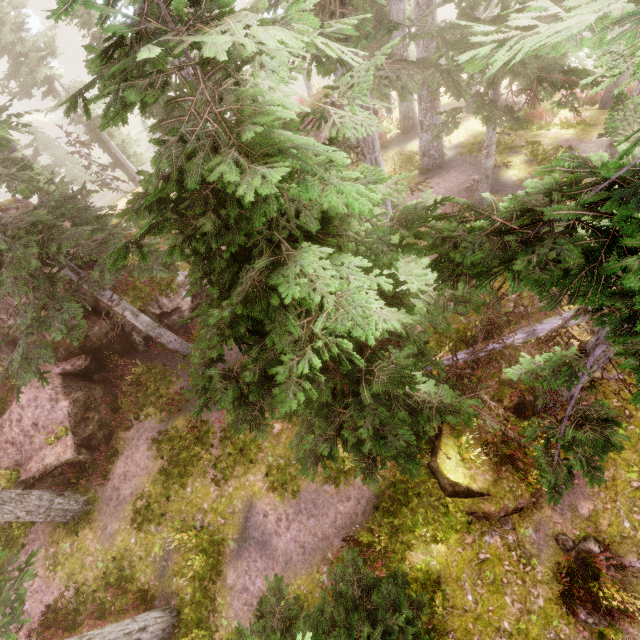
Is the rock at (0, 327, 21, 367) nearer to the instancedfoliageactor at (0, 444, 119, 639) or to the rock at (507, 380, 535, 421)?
the instancedfoliageactor at (0, 444, 119, 639)

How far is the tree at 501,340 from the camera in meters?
7.4 m

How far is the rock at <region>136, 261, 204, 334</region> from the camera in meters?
15.5

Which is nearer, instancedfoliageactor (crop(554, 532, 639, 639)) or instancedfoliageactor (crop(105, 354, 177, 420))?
instancedfoliageactor (crop(554, 532, 639, 639))

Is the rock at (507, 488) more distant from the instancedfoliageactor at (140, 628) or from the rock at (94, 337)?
the rock at (94, 337)

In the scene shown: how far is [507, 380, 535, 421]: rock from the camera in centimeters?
983cm

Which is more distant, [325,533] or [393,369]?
[325,533]

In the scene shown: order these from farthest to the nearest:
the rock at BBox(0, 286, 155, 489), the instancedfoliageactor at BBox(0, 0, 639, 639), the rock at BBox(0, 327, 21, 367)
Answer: the rock at BBox(0, 327, 21, 367), the rock at BBox(0, 286, 155, 489), the instancedfoliageactor at BBox(0, 0, 639, 639)
